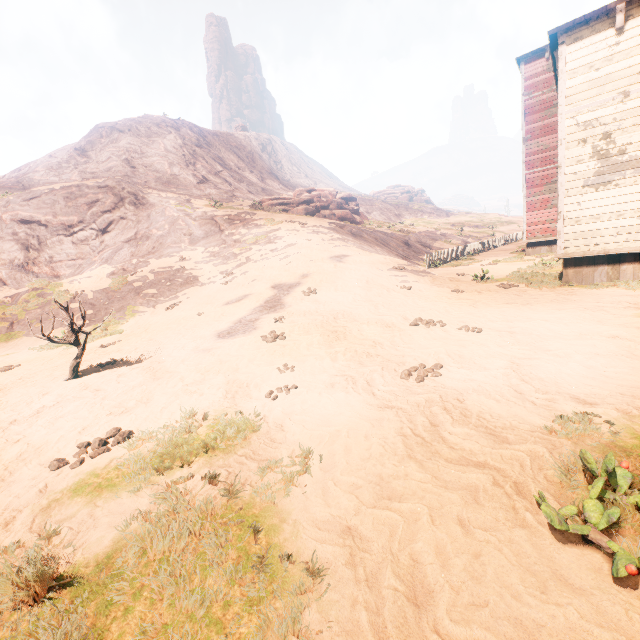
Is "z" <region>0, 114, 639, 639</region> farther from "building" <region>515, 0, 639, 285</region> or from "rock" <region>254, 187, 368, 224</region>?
"rock" <region>254, 187, 368, 224</region>

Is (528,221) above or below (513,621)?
above

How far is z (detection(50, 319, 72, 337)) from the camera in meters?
12.8 m

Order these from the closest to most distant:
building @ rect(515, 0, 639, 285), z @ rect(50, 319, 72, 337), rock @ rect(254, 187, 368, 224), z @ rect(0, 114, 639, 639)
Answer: z @ rect(0, 114, 639, 639)
building @ rect(515, 0, 639, 285)
z @ rect(50, 319, 72, 337)
rock @ rect(254, 187, 368, 224)

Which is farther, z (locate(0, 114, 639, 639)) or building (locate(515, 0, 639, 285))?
building (locate(515, 0, 639, 285))

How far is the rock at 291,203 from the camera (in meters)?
32.50

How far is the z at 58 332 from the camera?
12.8 meters

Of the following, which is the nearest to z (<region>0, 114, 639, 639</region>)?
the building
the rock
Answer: the building
